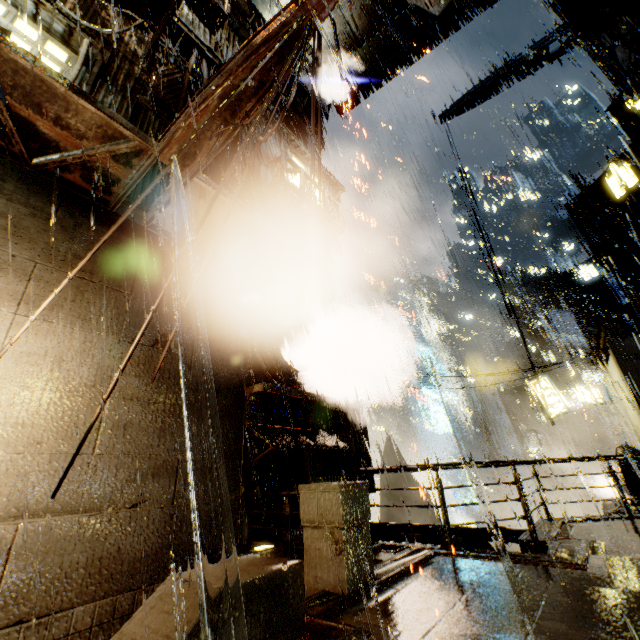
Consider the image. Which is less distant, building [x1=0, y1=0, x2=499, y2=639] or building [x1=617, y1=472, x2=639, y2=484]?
building [x1=0, y1=0, x2=499, y2=639]

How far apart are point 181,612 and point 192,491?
3.7 meters

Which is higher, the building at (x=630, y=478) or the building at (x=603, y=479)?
the building at (x=630, y=478)

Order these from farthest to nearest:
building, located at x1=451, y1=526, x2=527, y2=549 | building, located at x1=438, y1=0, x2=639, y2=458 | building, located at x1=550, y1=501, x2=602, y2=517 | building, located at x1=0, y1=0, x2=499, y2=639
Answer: building, located at x1=550, y1=501, x2=602, y2=517 → building, located at x1=438, y1=0, x2=639, y2=458 → building, located at x1=451, y1=526, x2=527, y2=549 → building, located at x1=0, y1=0, x2=499, y2=639

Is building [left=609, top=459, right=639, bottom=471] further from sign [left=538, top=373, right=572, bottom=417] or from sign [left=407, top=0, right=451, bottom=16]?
sign [left=538, top=373, right=572, bottom=417]

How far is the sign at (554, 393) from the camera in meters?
18.1 m

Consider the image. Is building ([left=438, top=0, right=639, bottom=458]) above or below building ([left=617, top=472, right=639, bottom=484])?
above

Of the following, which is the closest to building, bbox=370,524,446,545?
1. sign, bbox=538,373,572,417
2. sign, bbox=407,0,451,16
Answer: sign, bbox=407,0,451,16
